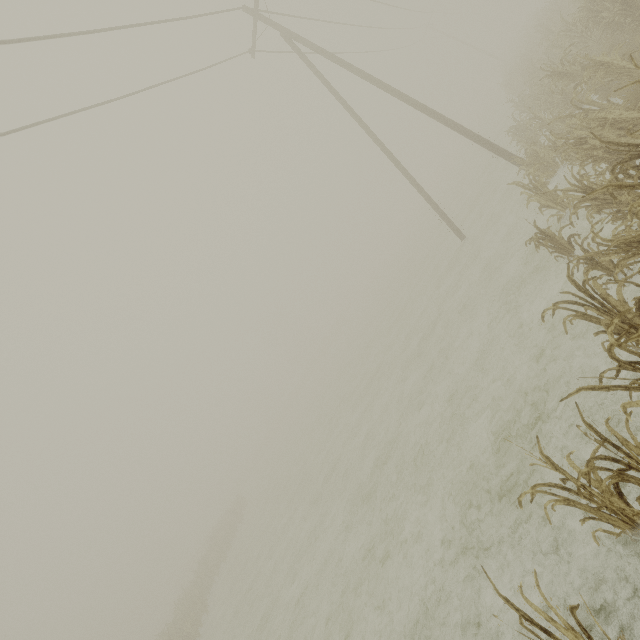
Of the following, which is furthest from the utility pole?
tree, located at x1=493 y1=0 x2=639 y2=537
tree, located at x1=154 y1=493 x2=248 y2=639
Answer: tree, located at x1=154 y1=493 x2=248 y2=639

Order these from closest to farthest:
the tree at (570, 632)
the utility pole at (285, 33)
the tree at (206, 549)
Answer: the tree at (570, 632) → the utility pole at (285, 33) → the tree at (206, 549)

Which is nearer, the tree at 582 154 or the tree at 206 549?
the tree at 582 154

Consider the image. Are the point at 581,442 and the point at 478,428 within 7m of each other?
yes

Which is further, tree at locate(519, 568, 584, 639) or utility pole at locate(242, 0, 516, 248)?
utility pole at locate(242, 0, 516, 248)

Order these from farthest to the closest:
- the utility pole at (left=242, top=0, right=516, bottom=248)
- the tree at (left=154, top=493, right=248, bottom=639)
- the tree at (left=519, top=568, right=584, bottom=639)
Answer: the tree at (left=154, top=493, right=248, bottom=639), the utility pole at (left=242, top=0, right=516, bottom=248), the tree at (left=519, top=568, right=584, bottom=639)
